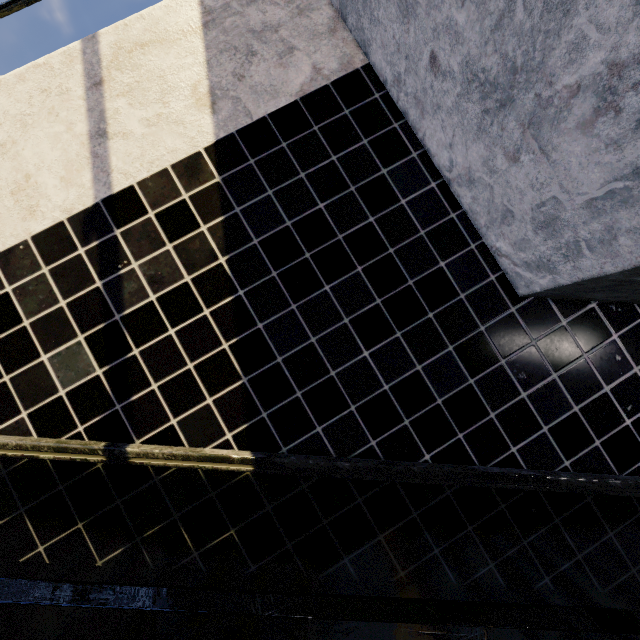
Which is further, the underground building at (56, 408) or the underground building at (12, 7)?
the underground building at (12, 7)

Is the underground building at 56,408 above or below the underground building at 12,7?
below

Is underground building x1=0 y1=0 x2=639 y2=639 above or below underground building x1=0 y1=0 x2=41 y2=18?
below

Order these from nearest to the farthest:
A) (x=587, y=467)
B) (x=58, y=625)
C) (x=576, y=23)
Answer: (x=576, y=23) < (x=58, y=625) < (x=587, y=467)

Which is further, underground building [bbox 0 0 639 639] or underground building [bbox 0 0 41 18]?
underground building [bbox 0 0 41 18]
